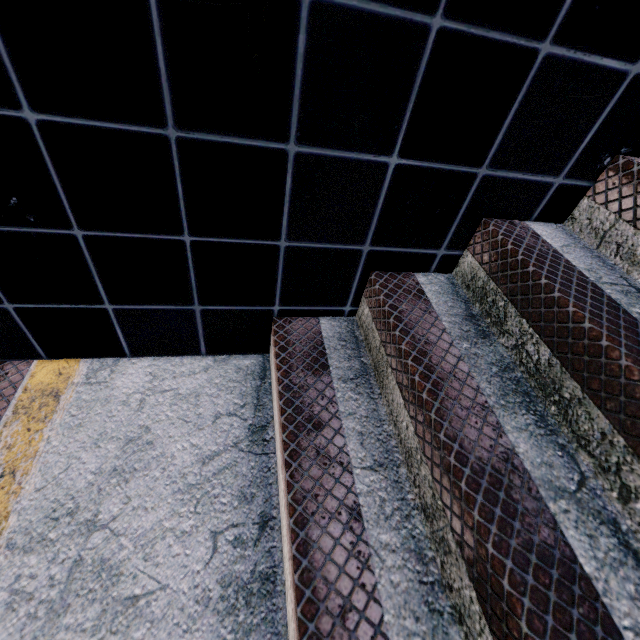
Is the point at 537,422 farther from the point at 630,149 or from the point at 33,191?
the point at 33,191
